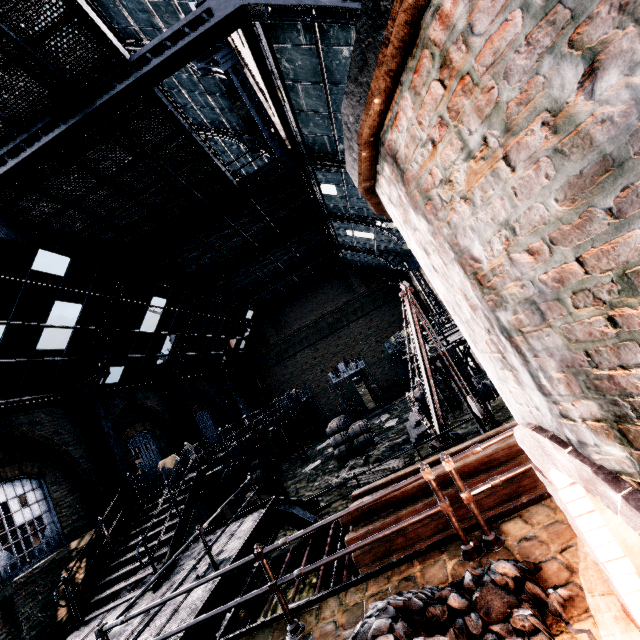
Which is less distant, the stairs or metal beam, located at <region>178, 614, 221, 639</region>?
metal beam, located at <region>178, 614, 221, 639</region>

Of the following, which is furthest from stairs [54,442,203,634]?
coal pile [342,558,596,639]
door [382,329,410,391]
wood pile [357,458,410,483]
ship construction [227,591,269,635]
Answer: door [382,329,410,391]

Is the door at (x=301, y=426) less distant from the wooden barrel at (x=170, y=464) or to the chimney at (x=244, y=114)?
the wooden barrel at (x=170, y=464)

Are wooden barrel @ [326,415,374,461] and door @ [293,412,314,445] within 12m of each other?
yes

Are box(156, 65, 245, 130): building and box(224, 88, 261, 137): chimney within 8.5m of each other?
yes

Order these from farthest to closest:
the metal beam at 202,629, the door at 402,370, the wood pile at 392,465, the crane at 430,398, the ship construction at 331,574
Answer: the door at 402,370 → the wood pile at 392,465 → the crane at 430,398 → the ship construction at 331,574 → the metal beam at 202,629

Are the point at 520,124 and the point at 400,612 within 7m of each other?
yes

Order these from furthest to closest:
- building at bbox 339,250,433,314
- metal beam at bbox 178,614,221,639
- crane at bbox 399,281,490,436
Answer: building at bbox 339,250,433,314, crane at bbox 399,281,490,436, metal beam at bbox 178,614,221,639
